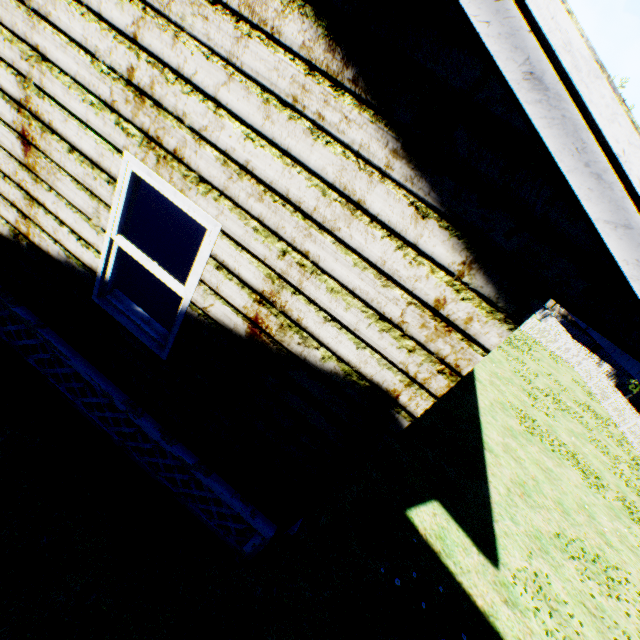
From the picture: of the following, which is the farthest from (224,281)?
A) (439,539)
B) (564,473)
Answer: (564,473)

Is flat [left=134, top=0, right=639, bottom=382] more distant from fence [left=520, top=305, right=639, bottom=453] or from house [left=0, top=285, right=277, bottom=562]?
fence [left=520, top=305, right=639, bottom=453]

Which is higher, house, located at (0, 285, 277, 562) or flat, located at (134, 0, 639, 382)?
flat, located at (134, 0, 639, 382)

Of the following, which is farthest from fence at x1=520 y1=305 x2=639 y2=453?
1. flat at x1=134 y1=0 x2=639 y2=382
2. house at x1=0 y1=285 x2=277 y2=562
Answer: flat at x1=134 y1=0 x2=639 y2=382

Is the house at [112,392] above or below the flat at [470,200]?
below

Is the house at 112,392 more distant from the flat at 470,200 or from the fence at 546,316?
the fence at 546,316
